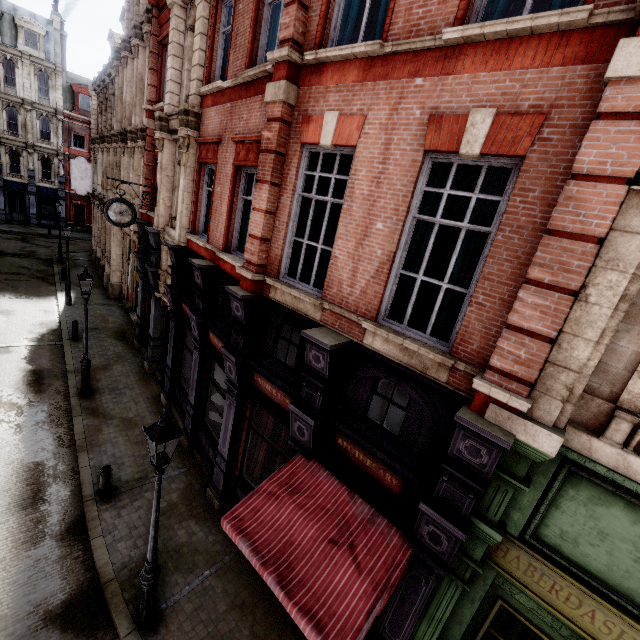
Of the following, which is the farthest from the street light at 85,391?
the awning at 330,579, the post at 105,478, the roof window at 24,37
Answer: the roof window at 24,37

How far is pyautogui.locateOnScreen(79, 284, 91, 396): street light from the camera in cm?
1087

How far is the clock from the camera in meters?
11.3

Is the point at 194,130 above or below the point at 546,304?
above

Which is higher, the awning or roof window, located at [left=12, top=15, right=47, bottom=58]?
roof window, located at [left=12, top=15, right=47, bottom=58]

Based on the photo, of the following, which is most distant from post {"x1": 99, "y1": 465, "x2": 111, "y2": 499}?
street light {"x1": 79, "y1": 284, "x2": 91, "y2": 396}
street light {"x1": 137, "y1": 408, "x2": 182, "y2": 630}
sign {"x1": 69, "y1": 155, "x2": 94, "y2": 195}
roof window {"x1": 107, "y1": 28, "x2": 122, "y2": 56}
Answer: roof window {"x1": 107, "y1": 28, "x2": 122, "y2": 56}

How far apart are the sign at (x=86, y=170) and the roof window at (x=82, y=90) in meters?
20.9 m

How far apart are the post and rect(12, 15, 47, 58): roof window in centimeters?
4469cm
